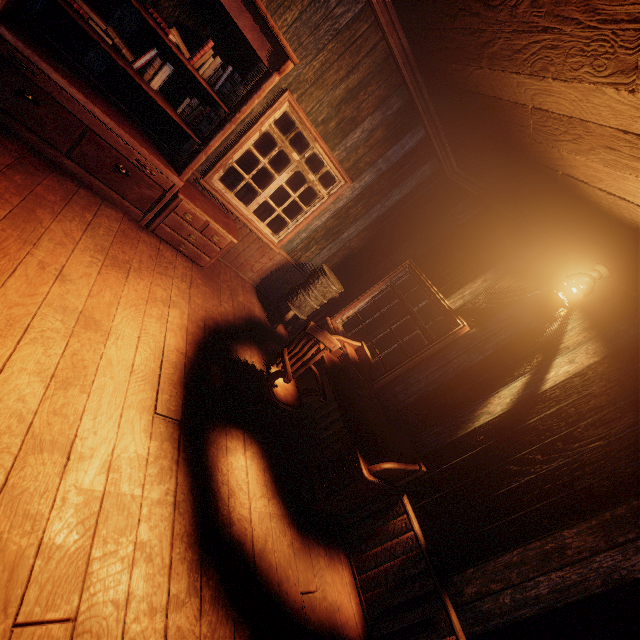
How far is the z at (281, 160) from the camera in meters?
14.7

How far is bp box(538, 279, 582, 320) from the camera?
3.22m

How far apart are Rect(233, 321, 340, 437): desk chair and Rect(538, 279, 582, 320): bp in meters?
2.2 m

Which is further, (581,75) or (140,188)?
(140,188)

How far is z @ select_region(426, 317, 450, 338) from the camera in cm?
1350

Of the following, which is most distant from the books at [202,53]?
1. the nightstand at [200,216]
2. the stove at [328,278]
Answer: the stove at [328,278]

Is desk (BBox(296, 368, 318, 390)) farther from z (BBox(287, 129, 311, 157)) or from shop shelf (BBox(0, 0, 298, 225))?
shop shelf (BBox(0, 0, 298, 225))

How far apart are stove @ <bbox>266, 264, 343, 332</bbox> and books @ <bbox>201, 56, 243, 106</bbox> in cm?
248
